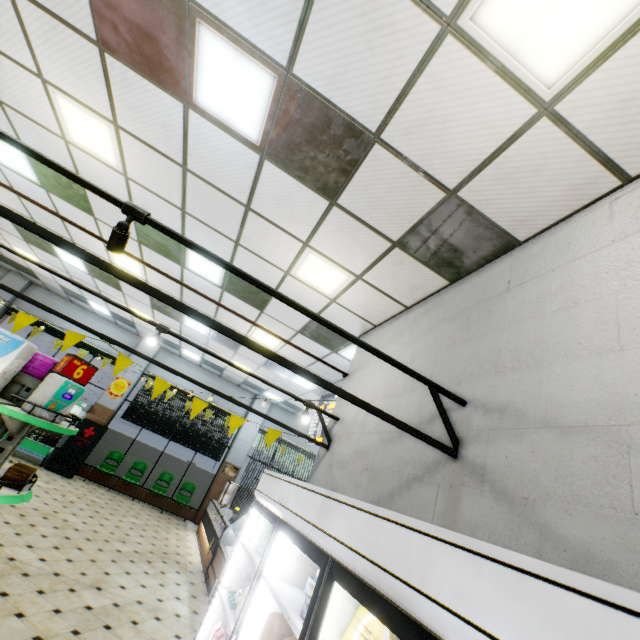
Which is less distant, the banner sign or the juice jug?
the juice jug

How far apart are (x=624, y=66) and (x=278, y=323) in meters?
5.9

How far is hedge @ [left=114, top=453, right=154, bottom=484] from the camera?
11.4m

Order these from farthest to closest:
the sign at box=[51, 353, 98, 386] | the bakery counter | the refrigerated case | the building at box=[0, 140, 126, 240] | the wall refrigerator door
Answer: the refrigerated case → the bakery counter → the building at box=[0, 140, 126, 240] → the sign at box=[51, 353, 98, 386] → the wall refrigerator door

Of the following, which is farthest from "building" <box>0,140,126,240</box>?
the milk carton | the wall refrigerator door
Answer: the milk carton

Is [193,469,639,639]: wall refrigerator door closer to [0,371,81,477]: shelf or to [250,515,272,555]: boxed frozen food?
[250,515,272,555]: boxed frozen food

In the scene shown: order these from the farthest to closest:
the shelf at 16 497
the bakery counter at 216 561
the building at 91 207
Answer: the bakery counter at 216 561, the building at 91 207, the shelf at 16 497

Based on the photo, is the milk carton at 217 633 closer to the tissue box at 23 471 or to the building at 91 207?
the building at 91 207
